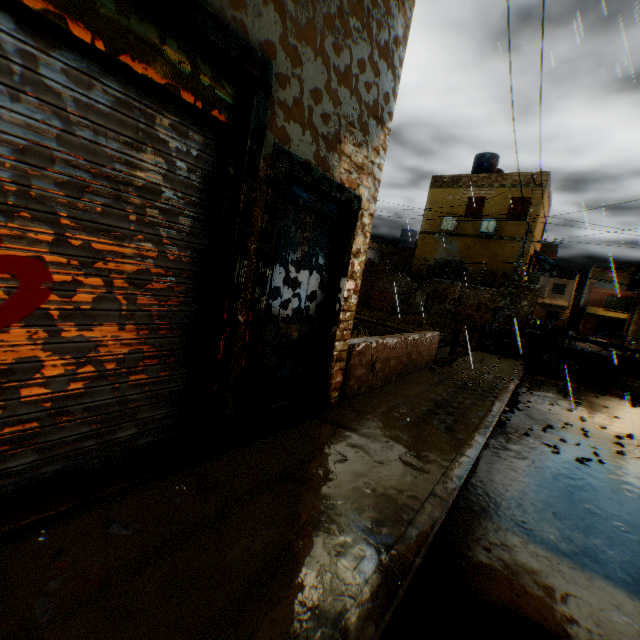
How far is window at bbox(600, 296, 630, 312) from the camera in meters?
46.1

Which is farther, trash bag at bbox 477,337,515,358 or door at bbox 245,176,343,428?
trash bag at bbox 477,337,515,358

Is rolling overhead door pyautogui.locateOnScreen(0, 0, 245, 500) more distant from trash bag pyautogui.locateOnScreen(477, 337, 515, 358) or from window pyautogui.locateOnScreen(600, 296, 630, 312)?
window pyautogui.locateOnScreen(600, 296, 630, 312)

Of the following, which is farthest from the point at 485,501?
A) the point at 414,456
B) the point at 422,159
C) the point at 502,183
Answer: the point at 502,183

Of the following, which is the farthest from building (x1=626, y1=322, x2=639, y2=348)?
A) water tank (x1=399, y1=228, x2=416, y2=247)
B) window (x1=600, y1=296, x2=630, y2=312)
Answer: window (x1=600, y1=296, x2=630, y2=312)

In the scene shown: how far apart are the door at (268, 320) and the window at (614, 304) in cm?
6014

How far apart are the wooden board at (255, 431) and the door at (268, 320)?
0.01m

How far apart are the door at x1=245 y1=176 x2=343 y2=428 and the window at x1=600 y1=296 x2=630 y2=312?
60.1 meters
